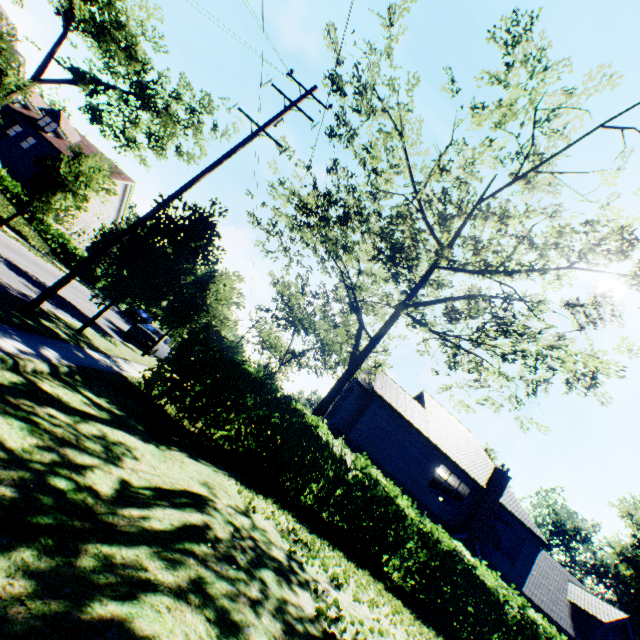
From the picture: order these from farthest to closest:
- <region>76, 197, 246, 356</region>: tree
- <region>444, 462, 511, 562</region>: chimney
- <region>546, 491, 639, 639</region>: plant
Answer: <region>546, 491, 639, 639</region>: plant
<region>444, 462, 511, 562</region>: chimney
<region>76, 197, 246, 356</region>: tree

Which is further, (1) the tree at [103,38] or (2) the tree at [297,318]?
(1) the tree at [103,38]

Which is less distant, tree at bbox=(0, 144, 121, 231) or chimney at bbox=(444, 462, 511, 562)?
tree at bbox=(0, 144, 121, 231)

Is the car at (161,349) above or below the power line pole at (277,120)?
below

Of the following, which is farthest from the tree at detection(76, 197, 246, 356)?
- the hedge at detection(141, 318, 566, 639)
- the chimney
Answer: the chimney

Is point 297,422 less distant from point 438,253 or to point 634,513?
point 438,253

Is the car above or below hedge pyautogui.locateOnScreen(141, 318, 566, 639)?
below

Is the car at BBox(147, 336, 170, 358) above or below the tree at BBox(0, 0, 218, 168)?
below
